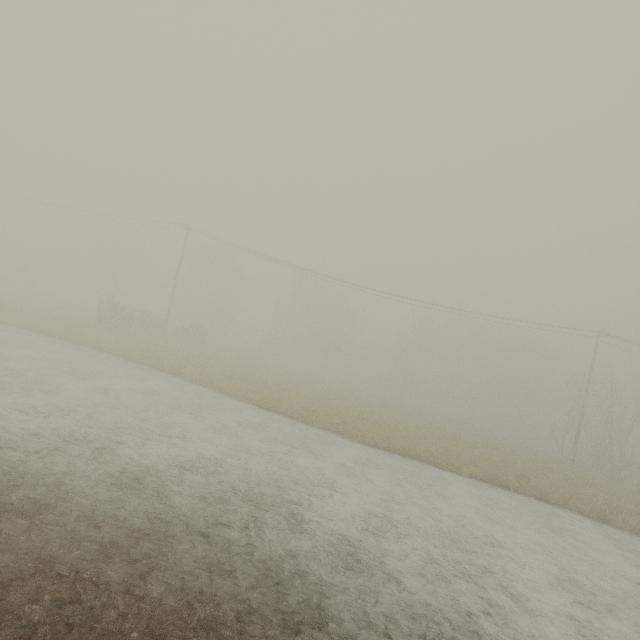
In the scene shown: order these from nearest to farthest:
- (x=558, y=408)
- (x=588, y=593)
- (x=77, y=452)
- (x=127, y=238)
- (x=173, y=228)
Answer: (x=77, y=452), (x=588, y=593), (x=173, y=228), (x=558, y=408), (x=127, y=238)
